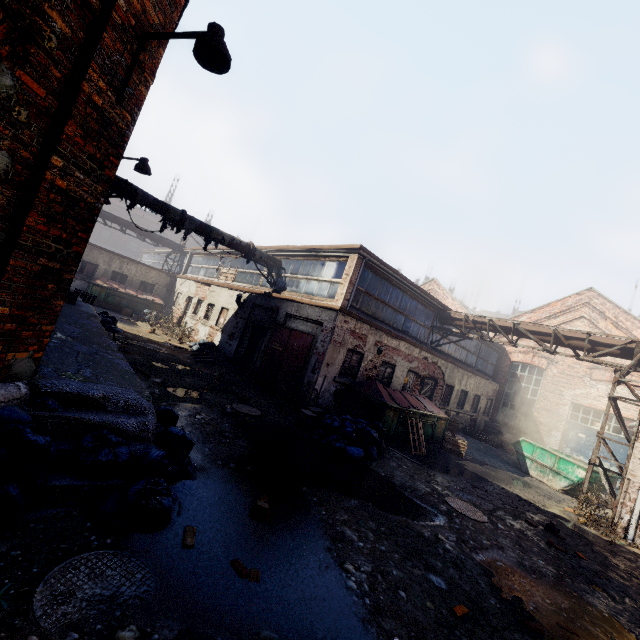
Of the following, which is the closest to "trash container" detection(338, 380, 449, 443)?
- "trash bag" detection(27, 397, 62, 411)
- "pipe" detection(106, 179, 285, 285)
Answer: "pipe" detection(106, 179, 285, 285)

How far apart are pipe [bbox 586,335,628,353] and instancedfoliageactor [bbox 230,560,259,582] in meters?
13.3 m

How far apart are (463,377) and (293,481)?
14.7 meters

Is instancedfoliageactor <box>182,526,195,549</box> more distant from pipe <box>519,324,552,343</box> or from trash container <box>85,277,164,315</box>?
trash container <box>85,277,164,315</box>

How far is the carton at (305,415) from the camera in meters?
9.2

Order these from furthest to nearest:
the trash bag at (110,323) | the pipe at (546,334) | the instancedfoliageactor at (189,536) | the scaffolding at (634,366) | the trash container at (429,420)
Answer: the trash bag at (110,323) → the pipe at (546,334) → the trash container at (429,420) → the scaffolding at (634,366) → the instancedfoliageactor at (189,536)

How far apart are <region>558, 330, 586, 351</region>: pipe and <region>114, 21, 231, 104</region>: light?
13.8m

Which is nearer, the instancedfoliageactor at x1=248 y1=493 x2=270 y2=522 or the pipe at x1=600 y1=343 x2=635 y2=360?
the instancedfoliageactor at x1=248 y1=493 x2=270 y2=522
